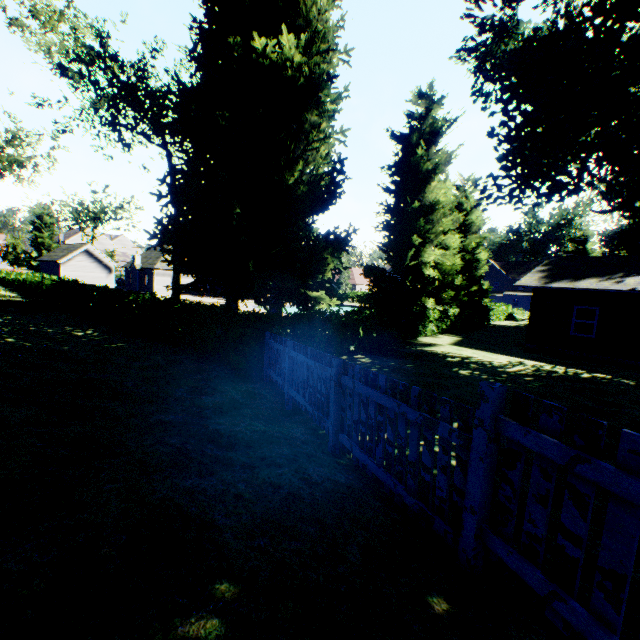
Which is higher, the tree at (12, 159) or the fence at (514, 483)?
the tree at (12, 159)

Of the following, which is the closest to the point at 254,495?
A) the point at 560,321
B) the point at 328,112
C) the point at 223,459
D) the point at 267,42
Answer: the point at 223,459

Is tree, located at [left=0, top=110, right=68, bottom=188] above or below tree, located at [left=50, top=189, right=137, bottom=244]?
above

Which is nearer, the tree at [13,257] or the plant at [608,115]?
the plant at [608,115]

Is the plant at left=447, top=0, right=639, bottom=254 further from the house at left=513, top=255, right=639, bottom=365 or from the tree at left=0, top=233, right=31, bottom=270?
the house at left=513, top=255, right=639, bottom=365

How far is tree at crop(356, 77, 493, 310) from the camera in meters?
20.7 m

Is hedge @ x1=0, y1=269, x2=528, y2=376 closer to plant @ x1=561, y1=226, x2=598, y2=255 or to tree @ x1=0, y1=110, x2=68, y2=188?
plant @ x1=561, y1=226, x2=598, y2=255

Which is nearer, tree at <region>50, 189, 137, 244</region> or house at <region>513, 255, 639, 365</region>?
house at <region>513, 255, 639, 365</region>
